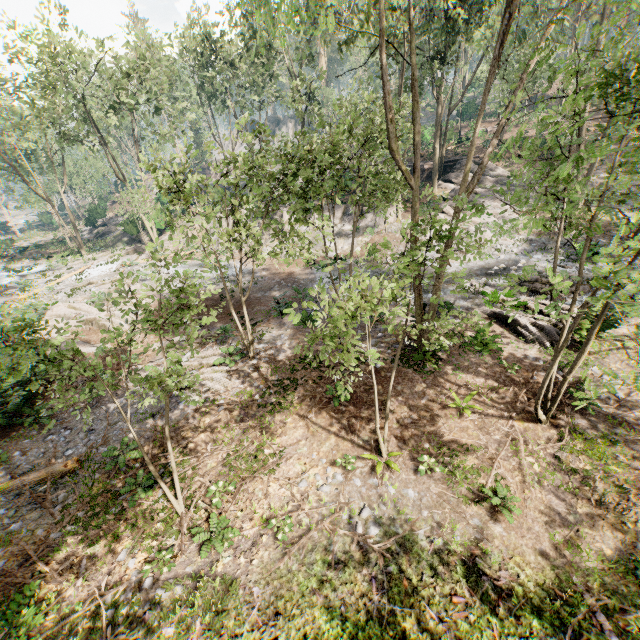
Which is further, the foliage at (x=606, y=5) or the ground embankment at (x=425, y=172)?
the ground embankment at (x=425, y=172)

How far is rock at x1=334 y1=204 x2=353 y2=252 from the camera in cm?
2719

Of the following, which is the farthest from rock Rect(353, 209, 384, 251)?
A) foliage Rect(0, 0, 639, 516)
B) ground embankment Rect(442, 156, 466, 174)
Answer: ground embankment Rect(442, 156, 466, 174)

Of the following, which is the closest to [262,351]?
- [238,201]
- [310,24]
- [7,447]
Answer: [238,201]

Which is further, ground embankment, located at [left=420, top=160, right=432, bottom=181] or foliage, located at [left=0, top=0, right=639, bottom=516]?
ground embankment, located at [left=420, top=160, right=432, bottom=181]

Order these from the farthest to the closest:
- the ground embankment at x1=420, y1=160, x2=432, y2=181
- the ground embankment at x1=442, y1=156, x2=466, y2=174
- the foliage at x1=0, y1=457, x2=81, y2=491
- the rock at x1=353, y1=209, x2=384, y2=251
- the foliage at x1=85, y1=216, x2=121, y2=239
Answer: the foliage at x1=85, y1=216, x2=121, y2=239
the ground embankment at x1=420, y1=160, x2=432, y2=181
the ground embankment at x1=442, y1=156, x2=466, y2=174
the rock at x1=353, y1=209, x2=384, y2=251
the foliage at x1=0, y1=457, x2=81, y2=491

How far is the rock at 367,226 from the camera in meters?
27.0

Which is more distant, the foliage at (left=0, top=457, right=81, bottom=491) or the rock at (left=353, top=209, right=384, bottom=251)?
the rock at (left=353, top=209, right=384, bottom=251)
